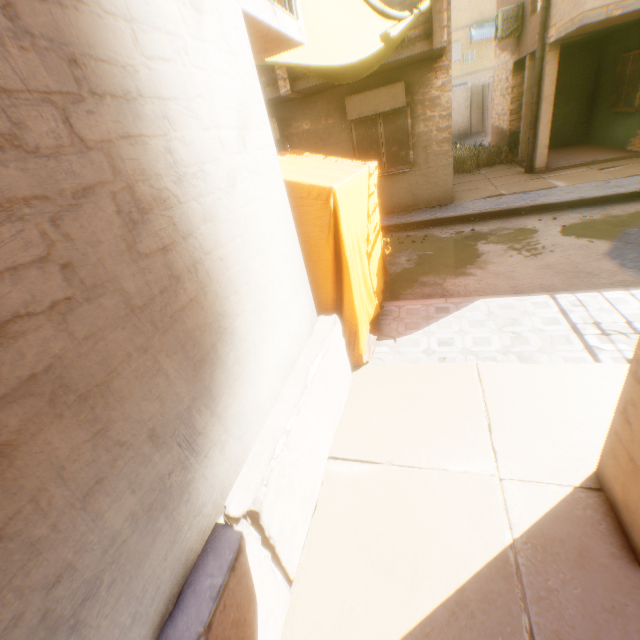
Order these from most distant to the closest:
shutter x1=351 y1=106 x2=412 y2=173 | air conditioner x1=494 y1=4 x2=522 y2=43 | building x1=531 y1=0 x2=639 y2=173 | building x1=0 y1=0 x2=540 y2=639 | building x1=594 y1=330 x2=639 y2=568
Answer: air conditioner x1=494 y1=4 x2=522 y2=43 < shutter x1=351 y1=106 x2=412 y2=173 < building x1=531 y1=0 x2=639 y2=173 < building x1=594 y1=330 x2=639 y2=568 < building x1=0 y1=0 x2=540 y2=639

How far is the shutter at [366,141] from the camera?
9.1m

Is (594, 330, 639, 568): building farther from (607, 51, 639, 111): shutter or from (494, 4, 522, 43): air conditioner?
(494, 4, 522, 43): air conditioner

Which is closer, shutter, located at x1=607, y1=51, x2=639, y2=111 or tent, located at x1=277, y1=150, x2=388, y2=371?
tent, located at x1=277, y1=150, x2=388, y2=371

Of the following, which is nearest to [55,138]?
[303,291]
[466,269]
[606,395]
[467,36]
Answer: [303,291]

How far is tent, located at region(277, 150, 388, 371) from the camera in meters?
3.1 m

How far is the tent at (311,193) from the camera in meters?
3.1 m

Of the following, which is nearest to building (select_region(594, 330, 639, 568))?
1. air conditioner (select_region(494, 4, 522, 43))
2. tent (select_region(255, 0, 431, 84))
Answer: tent (select_region(255, 0, 431, 84))
